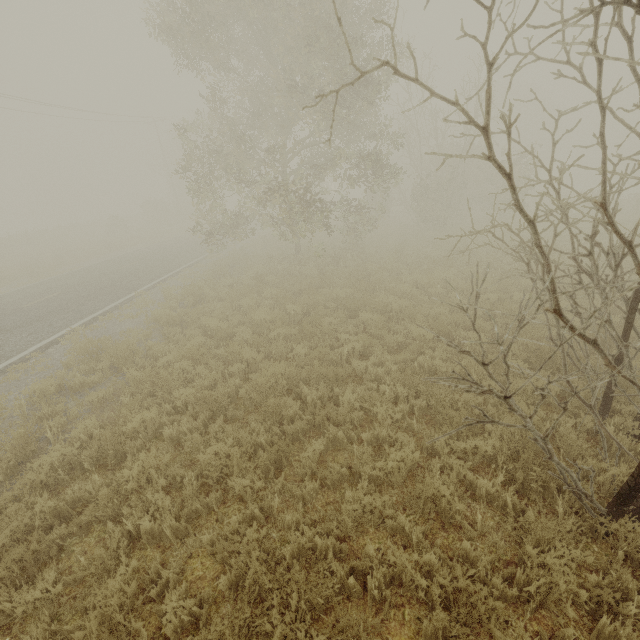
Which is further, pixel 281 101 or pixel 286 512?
pixel 281 101
